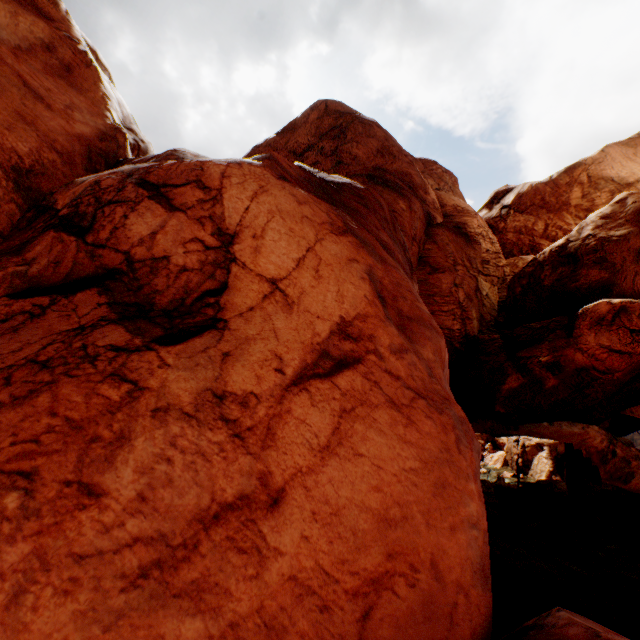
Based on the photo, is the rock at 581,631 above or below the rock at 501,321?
below

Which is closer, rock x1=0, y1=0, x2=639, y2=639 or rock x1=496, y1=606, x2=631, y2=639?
rock x1=0, y1=0, x2=639, y2=639

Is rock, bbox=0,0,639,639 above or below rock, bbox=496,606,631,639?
above

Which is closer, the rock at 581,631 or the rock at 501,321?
the rock at 501,321

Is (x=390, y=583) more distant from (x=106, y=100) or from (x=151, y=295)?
(x=106, y=100)
